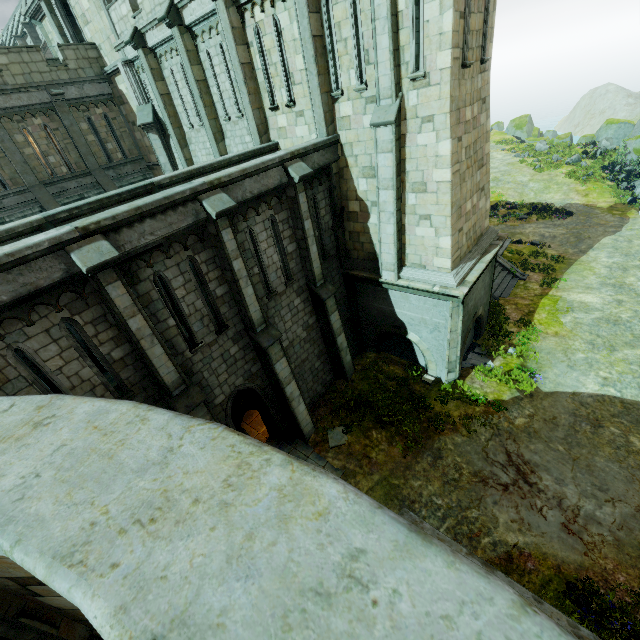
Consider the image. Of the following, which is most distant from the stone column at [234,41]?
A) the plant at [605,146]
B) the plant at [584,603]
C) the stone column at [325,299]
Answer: the plant at [605,146]

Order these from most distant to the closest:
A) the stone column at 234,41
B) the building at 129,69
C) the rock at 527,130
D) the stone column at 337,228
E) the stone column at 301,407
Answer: the rock at 527,130 < the building at 129,69 < the stone column at 337,228 < the stone column at 234,41 < the stone column at 301,407

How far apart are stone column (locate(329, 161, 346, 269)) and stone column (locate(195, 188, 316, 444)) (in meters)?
4.58

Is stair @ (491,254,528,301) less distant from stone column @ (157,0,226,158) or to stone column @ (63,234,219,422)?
stone column @ (157,0,226,158)

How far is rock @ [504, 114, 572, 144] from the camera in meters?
41.0

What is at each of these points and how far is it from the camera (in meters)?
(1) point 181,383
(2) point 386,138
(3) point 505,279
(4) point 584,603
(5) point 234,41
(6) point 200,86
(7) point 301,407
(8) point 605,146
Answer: (1) stone column, 9.09
(2) stone column, 10.18
(3) stair, 19.80
(4) plant, 8.09
(5) stone column, 11.74
(6) stone column, 14.26
(7) stone column, 12.76
(8) plant, 34.50

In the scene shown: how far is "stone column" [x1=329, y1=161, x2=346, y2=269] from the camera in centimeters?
1229cm

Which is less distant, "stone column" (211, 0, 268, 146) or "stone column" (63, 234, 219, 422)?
"stone column" (63, 234, 219, 422)
